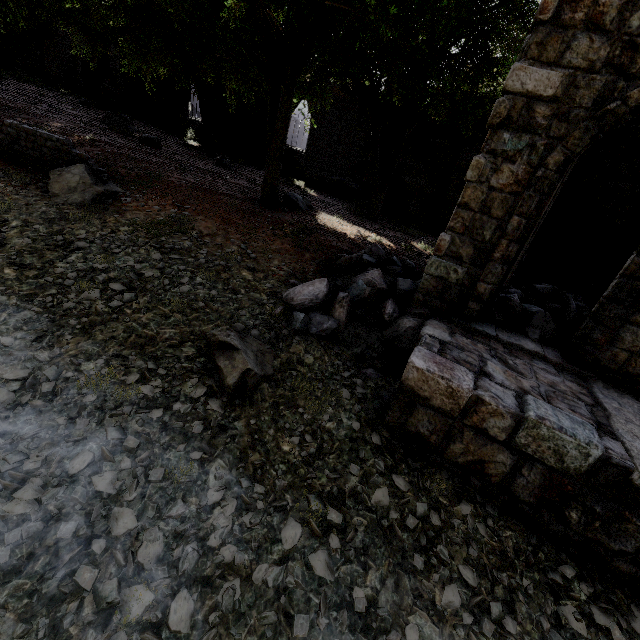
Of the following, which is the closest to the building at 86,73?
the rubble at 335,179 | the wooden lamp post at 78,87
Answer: the rubble at 335,179

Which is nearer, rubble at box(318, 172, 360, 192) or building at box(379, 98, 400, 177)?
building at box(379, 98, 400, 177)

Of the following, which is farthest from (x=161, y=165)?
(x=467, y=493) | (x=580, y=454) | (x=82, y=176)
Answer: (x=580, y=454)

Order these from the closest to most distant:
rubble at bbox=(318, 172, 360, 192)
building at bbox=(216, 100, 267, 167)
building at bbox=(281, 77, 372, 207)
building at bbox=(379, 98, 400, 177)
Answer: building at bbox=(379, 98, 400, 177) < building at bbox=(281, 77, 372, 207) < rubble at bbox=(318, 172, 360, 192) < building at bbox=(216, 100, 267, 167)

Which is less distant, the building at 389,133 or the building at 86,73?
the building at 389,133

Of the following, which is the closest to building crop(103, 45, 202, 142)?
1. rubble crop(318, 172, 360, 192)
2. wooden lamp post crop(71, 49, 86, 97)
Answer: rubble crop(318, 172, 360, 192)

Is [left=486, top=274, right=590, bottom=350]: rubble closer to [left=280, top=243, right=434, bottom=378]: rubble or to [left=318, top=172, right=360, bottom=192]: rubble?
[left=280, top=243, right=434, bottom=378]: rubble

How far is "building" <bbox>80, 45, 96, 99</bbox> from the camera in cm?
2572
